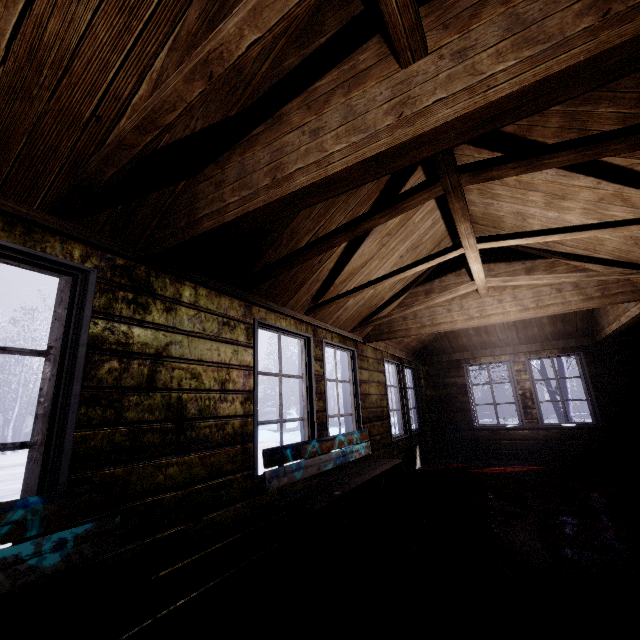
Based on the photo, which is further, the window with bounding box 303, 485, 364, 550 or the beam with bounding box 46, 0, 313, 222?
the window with bounding box 303, 485, 364, 550

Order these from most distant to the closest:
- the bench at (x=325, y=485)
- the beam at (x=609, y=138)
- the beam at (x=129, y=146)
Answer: the bench at (x=325, y=485) < the beam at (x=609, y=138) < the beam at (x=129, y=146)

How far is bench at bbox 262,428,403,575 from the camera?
2.3m

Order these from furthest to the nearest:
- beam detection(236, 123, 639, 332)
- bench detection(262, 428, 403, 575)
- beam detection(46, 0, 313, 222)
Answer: bench detection(262, 428, 403, 575), beam detection(236, 123, 639, 332), beam detection(46, 0, 313, 222)

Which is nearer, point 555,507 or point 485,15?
point 485,15

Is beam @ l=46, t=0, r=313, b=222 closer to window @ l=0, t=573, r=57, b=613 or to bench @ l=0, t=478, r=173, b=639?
Answer: window @ l=0, t=573, r=57, b=613

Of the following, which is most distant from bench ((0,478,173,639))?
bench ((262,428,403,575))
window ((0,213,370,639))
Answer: bench ((262,428,403,575))

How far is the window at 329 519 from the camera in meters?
2.8 m
